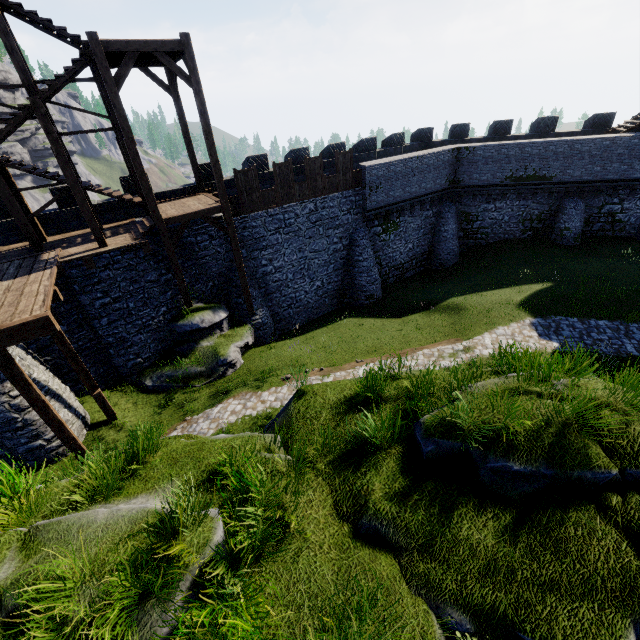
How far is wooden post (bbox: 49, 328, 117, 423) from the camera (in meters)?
10.87

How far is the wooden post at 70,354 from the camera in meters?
10.9

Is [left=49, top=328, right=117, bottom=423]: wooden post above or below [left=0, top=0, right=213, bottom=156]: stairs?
below

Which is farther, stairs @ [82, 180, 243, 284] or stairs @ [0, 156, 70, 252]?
stairs @ [82, 180, 243, 284]

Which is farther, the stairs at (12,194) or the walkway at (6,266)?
the stairs at (12,194)

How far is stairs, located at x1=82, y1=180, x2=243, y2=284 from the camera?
13.9m

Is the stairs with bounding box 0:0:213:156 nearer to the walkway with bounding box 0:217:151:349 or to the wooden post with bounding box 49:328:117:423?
the walkway with bounding box 0:217:151:349

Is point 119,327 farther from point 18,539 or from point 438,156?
point 438,156
